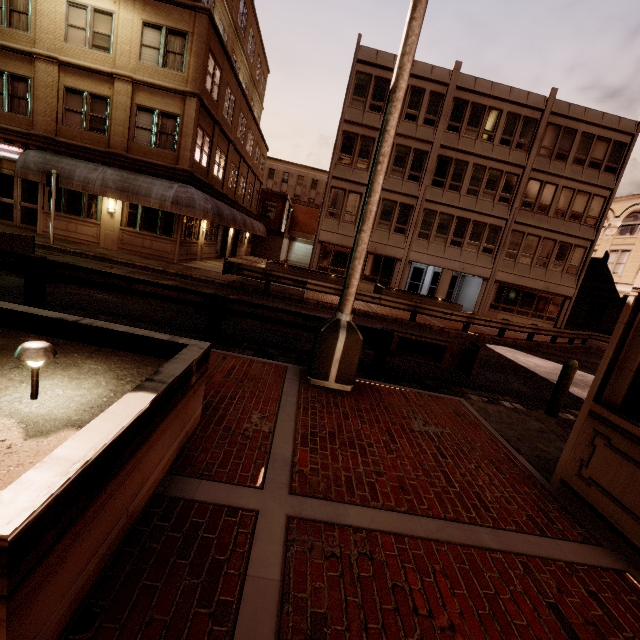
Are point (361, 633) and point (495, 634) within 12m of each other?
yes

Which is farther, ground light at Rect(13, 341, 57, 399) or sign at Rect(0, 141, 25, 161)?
sign at Rect(0, 141, 25, 161)

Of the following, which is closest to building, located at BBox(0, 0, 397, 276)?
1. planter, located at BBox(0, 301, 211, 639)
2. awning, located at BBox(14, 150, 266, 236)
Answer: awning, located at BBox(14, 150, 266, 236)

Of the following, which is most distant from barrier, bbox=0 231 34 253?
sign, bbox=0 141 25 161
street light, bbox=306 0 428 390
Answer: sign, bbox=0 141 25 161

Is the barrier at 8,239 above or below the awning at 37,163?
below

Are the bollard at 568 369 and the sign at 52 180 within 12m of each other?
no

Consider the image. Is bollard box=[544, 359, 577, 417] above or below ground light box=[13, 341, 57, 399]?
below

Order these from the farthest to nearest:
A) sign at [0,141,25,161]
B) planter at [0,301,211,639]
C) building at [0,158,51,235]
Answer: building at [0,158,51,235] < sign at [0,141,25,161] < planter at [0,301,211,639]
